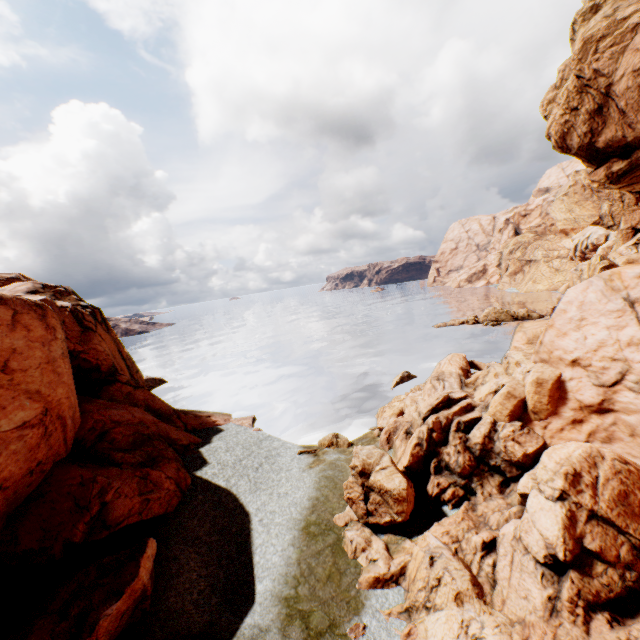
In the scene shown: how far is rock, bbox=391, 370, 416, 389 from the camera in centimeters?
3350cm

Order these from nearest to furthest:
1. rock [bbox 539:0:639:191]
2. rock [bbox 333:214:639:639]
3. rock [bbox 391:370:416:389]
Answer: rock [bbox 333:214:639:639] < rock [bbox 539:0:639:191] < rock [bbox 391:370:416:389]

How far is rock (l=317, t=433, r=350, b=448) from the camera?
23.0 meters

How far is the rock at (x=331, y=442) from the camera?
23.0m

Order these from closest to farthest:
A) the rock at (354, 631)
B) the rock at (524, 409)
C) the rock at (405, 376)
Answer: the rock at (524, 409), the rock at (354, 631), the rock at (405, 376)

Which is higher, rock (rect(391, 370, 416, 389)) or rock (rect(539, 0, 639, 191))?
rock (rect(539, 0, 639, 191))

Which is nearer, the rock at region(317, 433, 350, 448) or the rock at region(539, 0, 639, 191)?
the rock at region(317, 433, 350, 448)

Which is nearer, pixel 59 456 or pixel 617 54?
pixel 59 456
